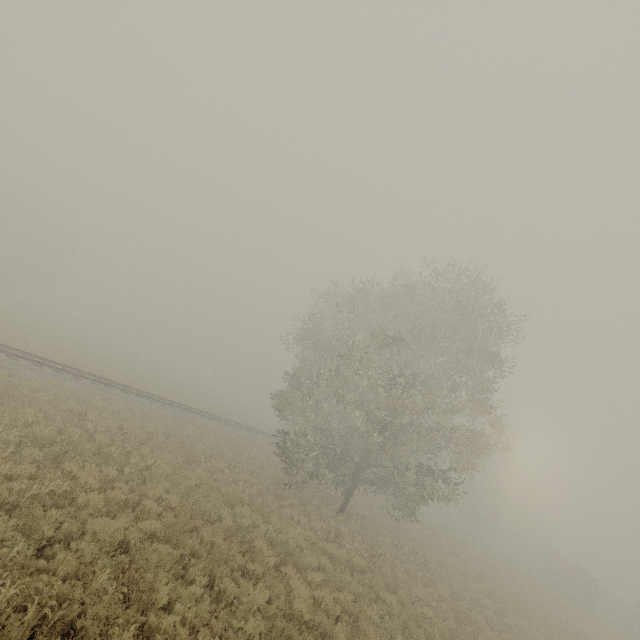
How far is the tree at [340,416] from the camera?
17.06m

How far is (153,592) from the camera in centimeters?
620cm

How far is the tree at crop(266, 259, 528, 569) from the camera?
17.1m
